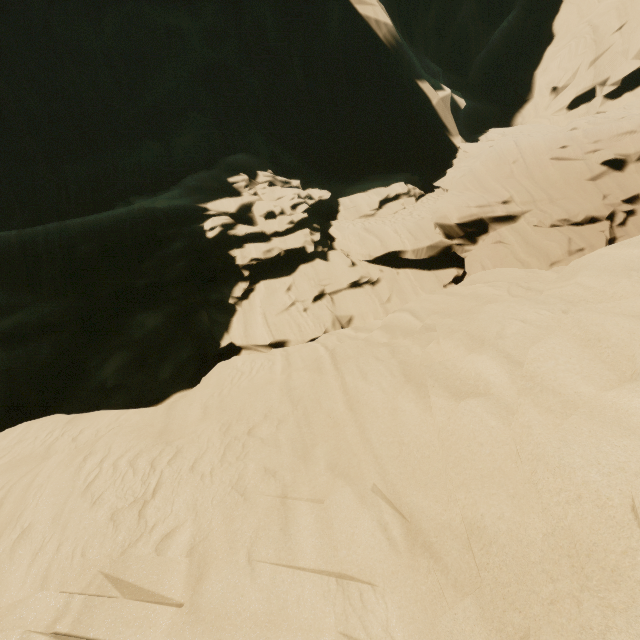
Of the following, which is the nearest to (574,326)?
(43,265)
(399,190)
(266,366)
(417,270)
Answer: (266,366)
